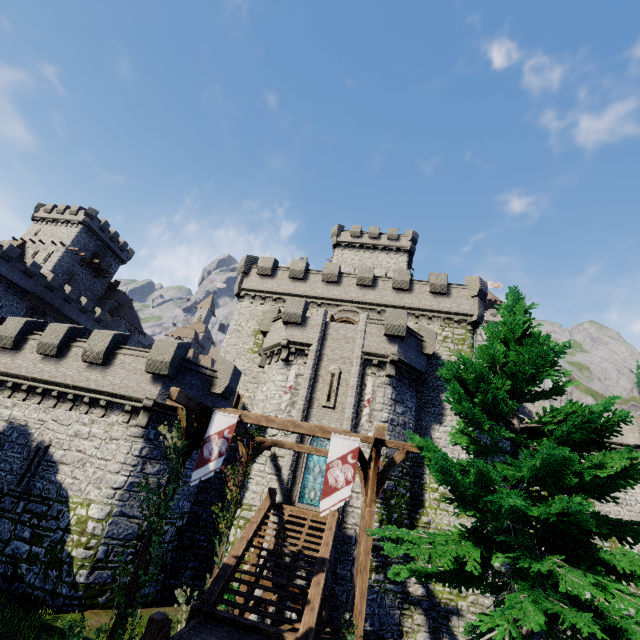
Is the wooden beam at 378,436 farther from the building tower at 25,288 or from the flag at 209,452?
the building tower at 25,288

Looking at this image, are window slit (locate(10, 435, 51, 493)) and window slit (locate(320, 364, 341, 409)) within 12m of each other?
no

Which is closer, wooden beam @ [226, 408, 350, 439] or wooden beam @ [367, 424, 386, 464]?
wooden beam @ [367, 424, 386, 464]

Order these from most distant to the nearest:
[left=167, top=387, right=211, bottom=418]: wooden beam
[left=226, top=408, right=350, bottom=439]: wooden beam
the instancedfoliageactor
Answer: [left=226, top=408, right=350, bottom=439]: wooden beam, [left=167, top=387, right=211, bottom=418]: wooden beam, the instancedfoliageactor

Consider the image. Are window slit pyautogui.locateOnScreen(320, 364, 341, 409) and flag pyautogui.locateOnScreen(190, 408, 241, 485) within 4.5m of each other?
no

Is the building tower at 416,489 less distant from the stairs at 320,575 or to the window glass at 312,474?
the window glass at 312,474

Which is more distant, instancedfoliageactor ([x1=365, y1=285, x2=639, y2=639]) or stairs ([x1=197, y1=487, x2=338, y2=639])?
stairs ([x1=197, y1=487, x2=338, y2=639])

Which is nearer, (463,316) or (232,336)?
(463,316)
